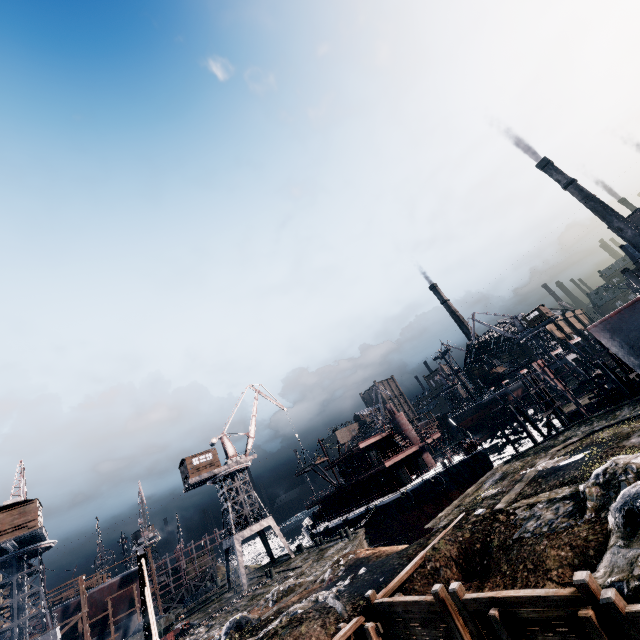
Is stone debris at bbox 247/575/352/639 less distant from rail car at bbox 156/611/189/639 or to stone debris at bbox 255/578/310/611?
stone debris at bbox 255/578/310/611

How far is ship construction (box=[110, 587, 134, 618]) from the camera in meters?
41.7 m

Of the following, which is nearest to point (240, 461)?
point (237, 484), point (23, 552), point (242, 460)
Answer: point (242, 460)

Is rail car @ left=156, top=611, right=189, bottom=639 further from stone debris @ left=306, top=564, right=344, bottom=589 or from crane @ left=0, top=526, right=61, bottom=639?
stone debris @ left=306, top=564, right=344, bottom=589

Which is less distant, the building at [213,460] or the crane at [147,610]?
the crane at [147,610]

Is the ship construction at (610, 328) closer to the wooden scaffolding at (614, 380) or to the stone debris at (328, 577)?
the wooden scaffolding at (614, 380)

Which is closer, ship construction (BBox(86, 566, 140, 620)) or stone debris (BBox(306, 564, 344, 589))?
stone debris (BBox(306, 564, 344, 589))

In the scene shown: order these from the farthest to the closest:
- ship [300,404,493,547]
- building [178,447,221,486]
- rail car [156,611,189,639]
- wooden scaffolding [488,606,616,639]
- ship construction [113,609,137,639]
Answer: building [178,447,221,486] < ship construction [113,609,137,639] < ship [300,404,493,547] < rail car [156,611,189,639] < wooden scaffolding [488,606,616,639]
